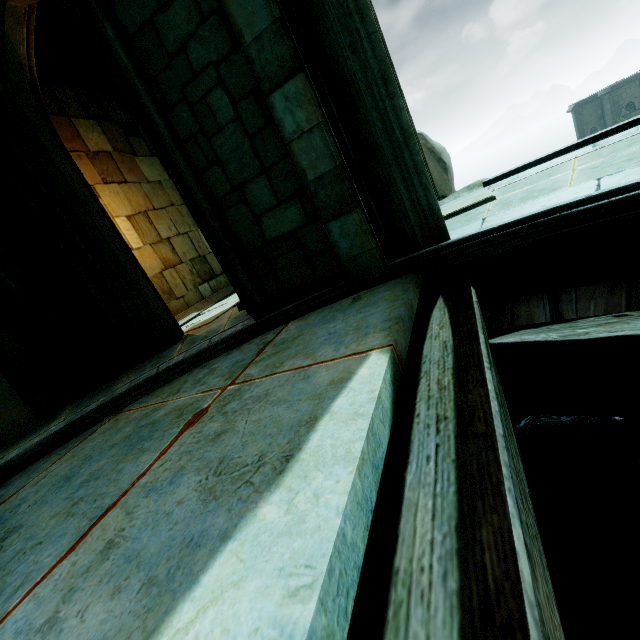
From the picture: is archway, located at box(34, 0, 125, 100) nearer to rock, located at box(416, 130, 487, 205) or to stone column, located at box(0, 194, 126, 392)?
rock, located at box(416, 130, 487, 205)

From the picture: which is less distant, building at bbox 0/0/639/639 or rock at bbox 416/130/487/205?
building at bbox 0/0/639/639

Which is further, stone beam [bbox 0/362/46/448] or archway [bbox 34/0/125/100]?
archway [bbox 34/0/125/100]

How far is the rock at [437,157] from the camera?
6.6 meters

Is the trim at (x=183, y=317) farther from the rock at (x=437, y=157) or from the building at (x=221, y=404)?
the rock at (x=437, y=157)

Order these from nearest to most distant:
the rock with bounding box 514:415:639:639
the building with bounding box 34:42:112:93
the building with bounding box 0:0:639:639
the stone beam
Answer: the building with bounding box 0:0:639:639 → the rock with bounding box 514:415:639:639 → the stone beam → the building with bounding box 34:42:112:93

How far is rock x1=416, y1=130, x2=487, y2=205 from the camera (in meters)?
6.63

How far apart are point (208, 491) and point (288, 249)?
2.6 meters
